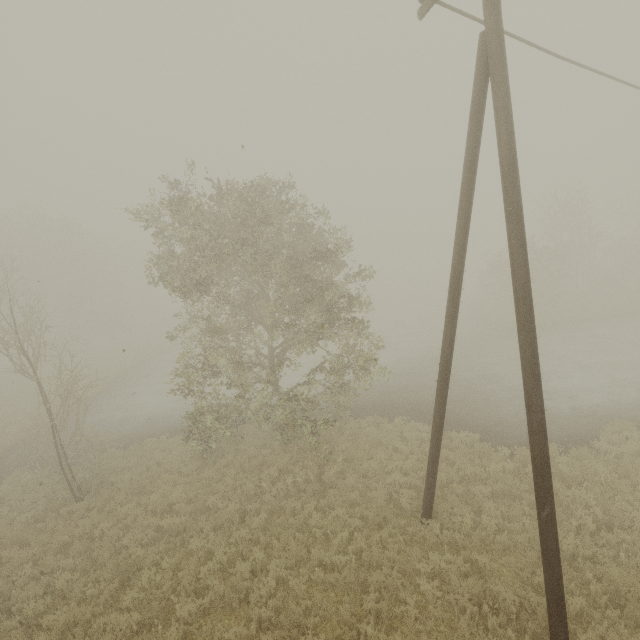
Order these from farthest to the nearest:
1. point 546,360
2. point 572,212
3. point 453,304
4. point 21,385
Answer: point 21,385 → point 572,212 → point 546,360 → point 453,304
